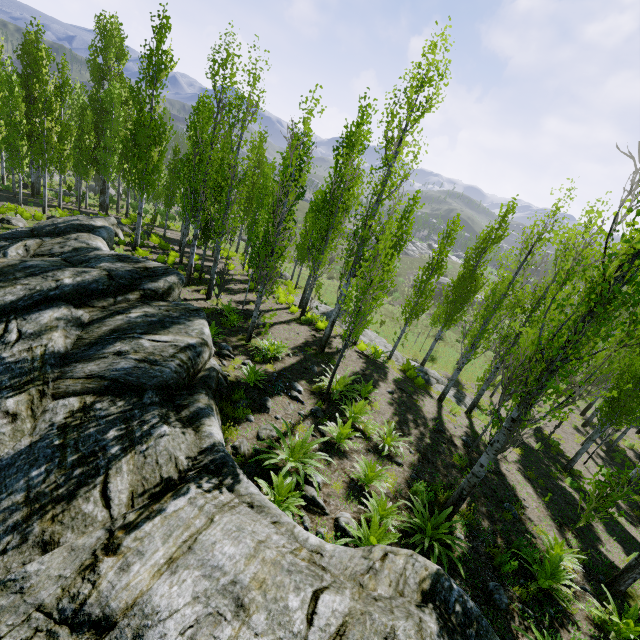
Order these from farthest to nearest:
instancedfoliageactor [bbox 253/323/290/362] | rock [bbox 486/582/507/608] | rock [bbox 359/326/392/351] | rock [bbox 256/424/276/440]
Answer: rock [bbox 359/326/392/351] → instancedfoliageactor [bbox 253/323/290/362] → rock [bbox 256/424/276/440] → rock [bbox 486/582/507/608]

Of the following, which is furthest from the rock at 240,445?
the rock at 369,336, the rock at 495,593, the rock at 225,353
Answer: the rock at 369,336

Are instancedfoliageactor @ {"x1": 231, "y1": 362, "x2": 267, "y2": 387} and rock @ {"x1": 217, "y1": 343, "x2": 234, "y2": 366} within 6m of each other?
yes

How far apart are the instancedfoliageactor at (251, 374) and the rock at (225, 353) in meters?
0.7 m

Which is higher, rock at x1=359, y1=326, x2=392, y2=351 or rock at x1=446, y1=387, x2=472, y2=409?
rock at x1=359, y1=326, x2=392, y2=351

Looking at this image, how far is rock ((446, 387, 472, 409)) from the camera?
17.4 meters

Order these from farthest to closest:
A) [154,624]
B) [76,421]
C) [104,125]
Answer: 1. [104,125]
2. [76,421]
3. [154,624]

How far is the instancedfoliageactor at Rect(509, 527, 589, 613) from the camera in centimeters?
586cm
